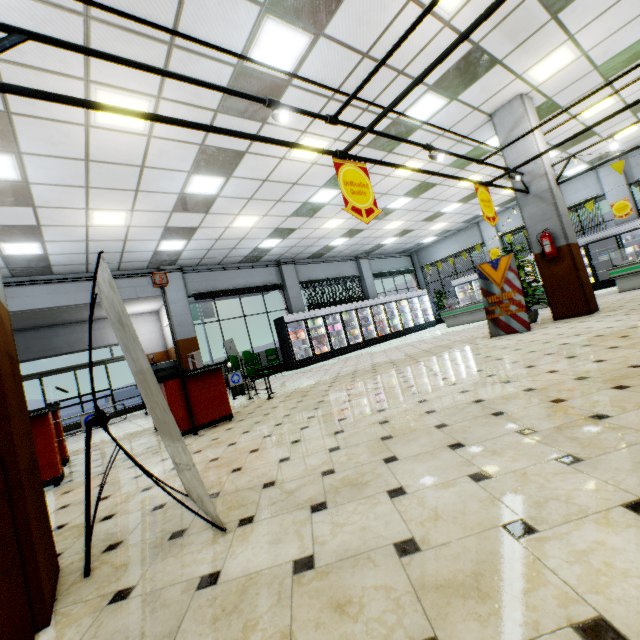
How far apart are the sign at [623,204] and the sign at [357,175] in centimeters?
1491cm

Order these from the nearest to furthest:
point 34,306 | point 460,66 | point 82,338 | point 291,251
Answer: point 460,66 < point 34,306 < point 82,338 < point 291,251

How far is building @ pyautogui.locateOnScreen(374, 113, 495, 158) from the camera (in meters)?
6.86

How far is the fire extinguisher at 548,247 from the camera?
6.8m

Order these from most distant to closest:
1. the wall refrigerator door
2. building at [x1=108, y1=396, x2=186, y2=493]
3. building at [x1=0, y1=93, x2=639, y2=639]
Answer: the wall refrigerator door < building at [x1=108, y1=396, x2=186, y2=493] < building at [x1=0, y1=93, x2=639, y2=639]

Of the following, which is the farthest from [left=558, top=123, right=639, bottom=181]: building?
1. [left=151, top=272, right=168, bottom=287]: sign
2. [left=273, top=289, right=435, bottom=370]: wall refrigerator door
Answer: [left=151, top=272, right=168, bottom=287]: sign

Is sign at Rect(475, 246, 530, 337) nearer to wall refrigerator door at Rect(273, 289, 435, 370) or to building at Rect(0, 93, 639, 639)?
building at Rect(0, 93, 639, 639)
